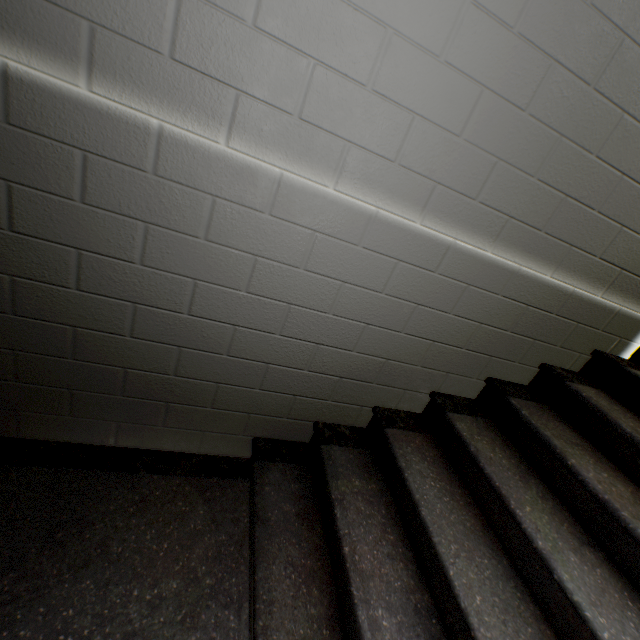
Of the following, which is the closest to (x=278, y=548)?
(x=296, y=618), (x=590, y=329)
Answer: (x=296, y=618)
